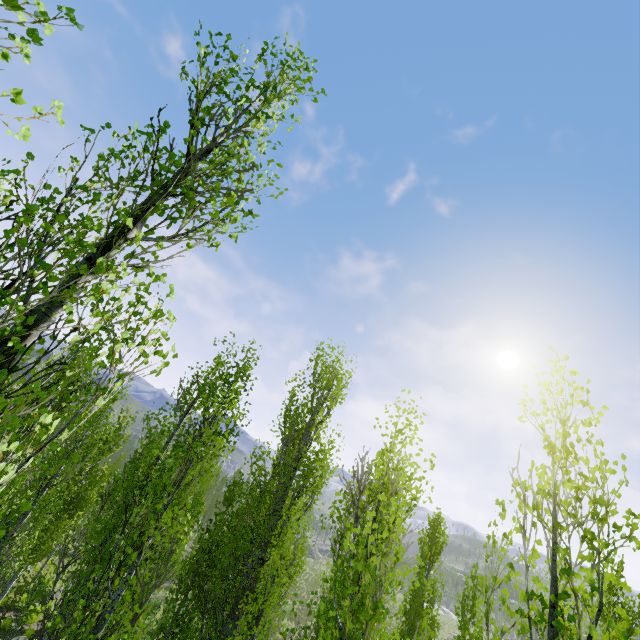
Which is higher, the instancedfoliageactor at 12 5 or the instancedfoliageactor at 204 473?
the instancedfoliageactor at 12 5

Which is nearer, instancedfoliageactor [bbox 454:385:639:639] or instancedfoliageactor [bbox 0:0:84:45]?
instancedfoliageactor [bbox 0:0:84:45]

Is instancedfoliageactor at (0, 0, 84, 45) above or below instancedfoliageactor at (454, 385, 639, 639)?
above

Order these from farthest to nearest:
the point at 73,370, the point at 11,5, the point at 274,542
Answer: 1. the point at 73,370
2. the point at 274,542
3. the point at 11,5
